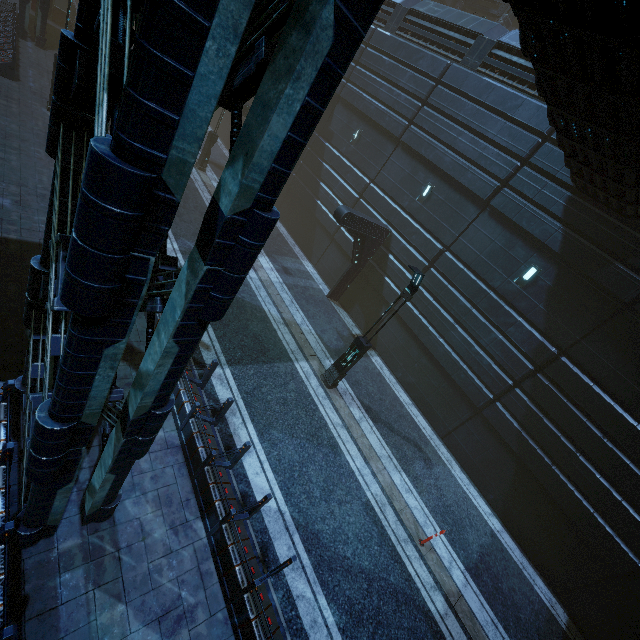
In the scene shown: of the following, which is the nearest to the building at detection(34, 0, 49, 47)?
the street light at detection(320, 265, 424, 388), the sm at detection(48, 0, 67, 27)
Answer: the sm at detection(48, 0, 67, 27)

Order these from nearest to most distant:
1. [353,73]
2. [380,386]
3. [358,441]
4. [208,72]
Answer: [208,72] → [358,441] → [380,386] → [353,73]

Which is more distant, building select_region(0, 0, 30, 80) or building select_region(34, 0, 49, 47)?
building select_region(34, 0, 49, 47)

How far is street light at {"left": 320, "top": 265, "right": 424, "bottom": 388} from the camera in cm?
993

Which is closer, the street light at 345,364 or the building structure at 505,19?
the street light at 345,364

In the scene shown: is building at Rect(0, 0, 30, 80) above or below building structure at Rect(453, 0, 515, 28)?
below

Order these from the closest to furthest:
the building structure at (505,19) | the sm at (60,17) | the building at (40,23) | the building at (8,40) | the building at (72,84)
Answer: the building at (72,84) < the building at (8,40) < the building at (40,23) < the building structure at (505,19) < the sm at (60,17)
